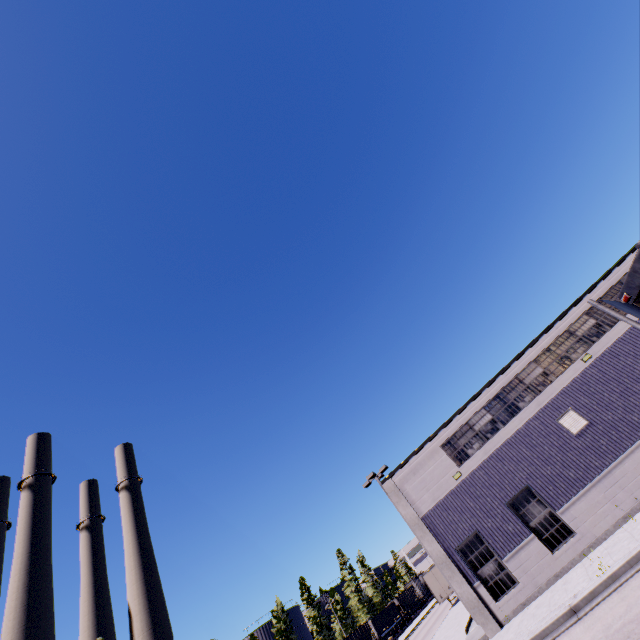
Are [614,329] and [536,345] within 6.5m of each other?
yes

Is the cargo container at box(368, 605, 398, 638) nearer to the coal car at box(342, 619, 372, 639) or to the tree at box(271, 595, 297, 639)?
the coal car at box(342, 619, 372, 639)

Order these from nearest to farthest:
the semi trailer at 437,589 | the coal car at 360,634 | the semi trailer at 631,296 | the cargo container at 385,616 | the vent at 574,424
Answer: the semi trailer at 631,296 → the vent at 574,424 → the semi trailer at 437,589 → the coal car at 360,634 → the cargo container at 385,616

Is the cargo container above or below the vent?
below

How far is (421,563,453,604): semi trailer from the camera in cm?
3372

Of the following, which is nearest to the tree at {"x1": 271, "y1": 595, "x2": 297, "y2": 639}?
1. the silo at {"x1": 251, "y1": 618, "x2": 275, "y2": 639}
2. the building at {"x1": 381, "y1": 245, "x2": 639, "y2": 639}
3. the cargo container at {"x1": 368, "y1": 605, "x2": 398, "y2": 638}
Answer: the silo at {"x1": 251, "y1": 618, "x2": 275, "y2": 639}

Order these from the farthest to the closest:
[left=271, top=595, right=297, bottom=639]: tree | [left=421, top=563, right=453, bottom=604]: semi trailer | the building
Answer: [left=271, top=595, right=297, bottom=639]: tree
[left=421, top=563, right=453, bottom=604]: semi trailer
the building

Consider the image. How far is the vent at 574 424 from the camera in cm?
1616
